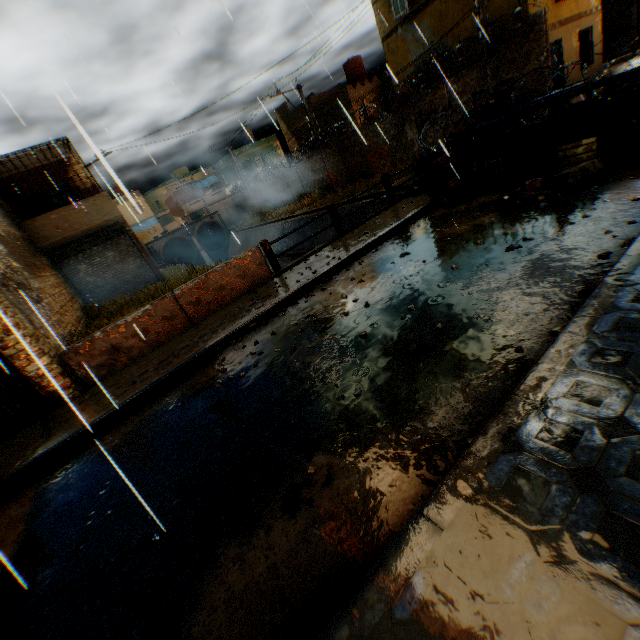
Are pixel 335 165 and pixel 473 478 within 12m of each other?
no

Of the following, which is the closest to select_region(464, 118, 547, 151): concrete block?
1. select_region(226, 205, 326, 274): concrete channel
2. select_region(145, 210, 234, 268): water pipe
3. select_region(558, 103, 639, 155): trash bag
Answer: select_region(558, 103, 639, 155): trash bag

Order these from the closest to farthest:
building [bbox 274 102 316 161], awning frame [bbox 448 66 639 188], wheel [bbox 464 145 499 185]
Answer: awning frame [bbox 448 66 639 188] → wheel [bbox 464 145 499 185] → building [bbox 274 102 316 161]

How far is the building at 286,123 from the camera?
29.8m

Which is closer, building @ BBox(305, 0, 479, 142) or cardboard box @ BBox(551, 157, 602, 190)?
cardboard box @ BBox(551, 157, 602, 190)

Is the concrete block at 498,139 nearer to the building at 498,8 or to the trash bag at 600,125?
the trash bag at 600,125

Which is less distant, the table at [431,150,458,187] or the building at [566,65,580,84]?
the table at [431,150,458,187]

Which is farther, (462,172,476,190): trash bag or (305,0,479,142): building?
(305,0,479,142): building
